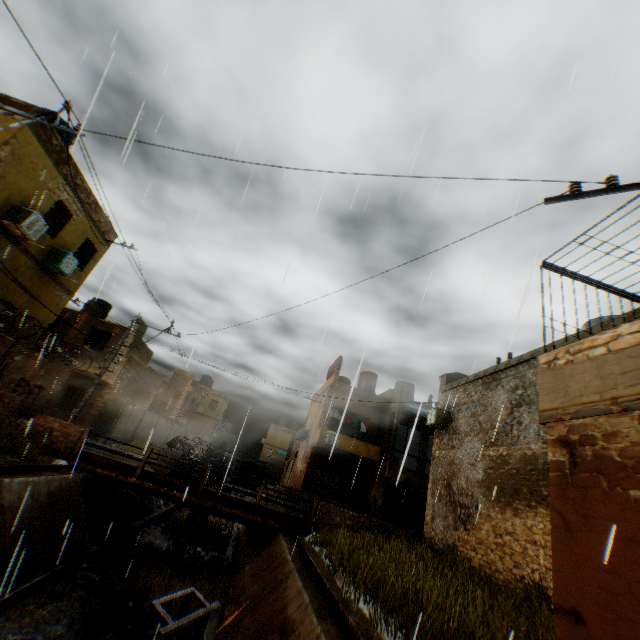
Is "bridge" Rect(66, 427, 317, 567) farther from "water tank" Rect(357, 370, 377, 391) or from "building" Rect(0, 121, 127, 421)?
"water tank" Rect(357, 370, 377, 391)

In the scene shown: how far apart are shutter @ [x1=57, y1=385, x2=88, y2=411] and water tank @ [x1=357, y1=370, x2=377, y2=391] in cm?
2032

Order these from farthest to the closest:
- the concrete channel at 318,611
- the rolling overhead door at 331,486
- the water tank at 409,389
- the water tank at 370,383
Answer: the water tank at 370,383
the water tank at 409,389
the rolling overhead door at 331,486
the concrete channel at 318,611

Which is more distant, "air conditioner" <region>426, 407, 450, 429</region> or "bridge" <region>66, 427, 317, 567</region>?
"air conditioner" <region>426, 407, 450, 429</region>

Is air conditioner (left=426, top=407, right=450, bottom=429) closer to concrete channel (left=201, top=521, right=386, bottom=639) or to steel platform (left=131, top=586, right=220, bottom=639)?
concrete channel (left=201, top=521, right=386, bottom=639)

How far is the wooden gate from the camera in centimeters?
2203cm

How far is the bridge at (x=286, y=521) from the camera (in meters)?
12.84

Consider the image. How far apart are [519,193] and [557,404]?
3.63m
